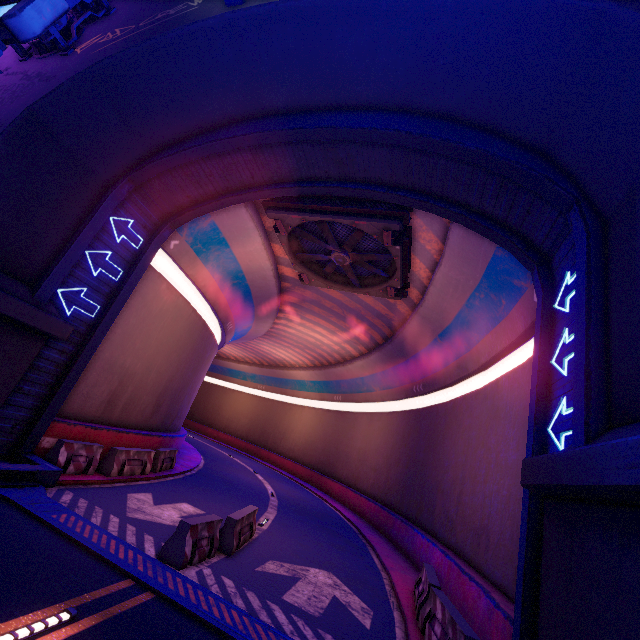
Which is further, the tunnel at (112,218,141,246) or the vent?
the vent

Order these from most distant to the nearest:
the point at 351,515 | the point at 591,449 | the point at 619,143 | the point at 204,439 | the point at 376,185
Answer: the point at 204,439 < the point at 351,515 < the point at 376,185 < the point at 619,143 < the point at 591,449

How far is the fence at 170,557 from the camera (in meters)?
6.93

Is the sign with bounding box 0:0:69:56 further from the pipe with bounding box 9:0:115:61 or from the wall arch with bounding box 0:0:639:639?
the pipe with bounding box 9:0:115:61

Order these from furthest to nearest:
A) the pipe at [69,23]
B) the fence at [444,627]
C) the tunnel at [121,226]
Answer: the tunnel at [121,226]
the pipe at [69,23]
the fence at [444,627]

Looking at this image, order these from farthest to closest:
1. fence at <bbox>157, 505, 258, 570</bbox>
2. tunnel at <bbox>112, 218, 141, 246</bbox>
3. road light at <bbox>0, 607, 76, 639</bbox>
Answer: tunnel at <bbox>112, 218, 141, 246</bbox> → fence at <bbox>157, 505, 258, 570</bbox> → road light at <bbox>0, 607, 76, 639</bbox>

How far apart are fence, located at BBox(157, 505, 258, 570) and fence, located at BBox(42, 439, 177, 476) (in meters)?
4.84

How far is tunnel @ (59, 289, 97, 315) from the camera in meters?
9.8
